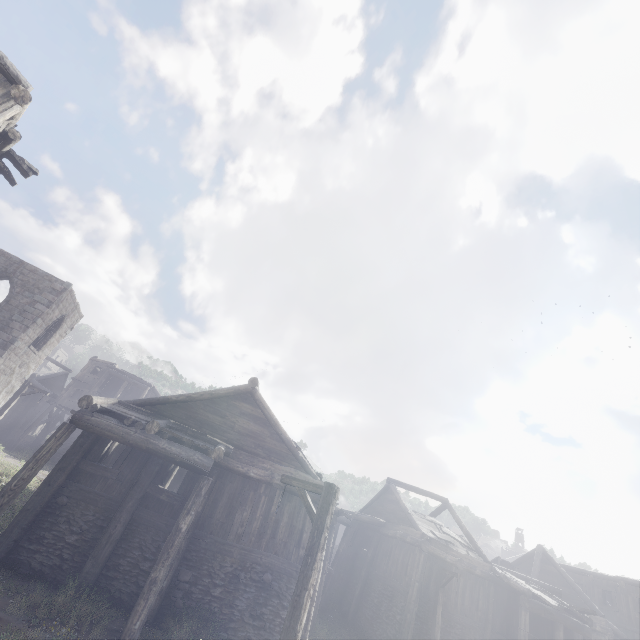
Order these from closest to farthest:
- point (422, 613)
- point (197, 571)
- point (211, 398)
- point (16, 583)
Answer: point (16, 583) → point (197, 571) → point (211, 398) → point (422, 613)

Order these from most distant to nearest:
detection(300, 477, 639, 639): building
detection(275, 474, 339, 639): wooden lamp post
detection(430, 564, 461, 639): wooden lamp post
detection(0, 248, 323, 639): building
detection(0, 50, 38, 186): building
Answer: detection(300, 477, 639, 639): building
detection(430, 564, 461, 639): wooden lamp post
detection(0, 248, 323, 639): building
detection(0, 50, 38, 186): building
detection(275, 474, 339, 639): wooden lamp post

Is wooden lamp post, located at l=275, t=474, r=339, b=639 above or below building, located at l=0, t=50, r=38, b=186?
below

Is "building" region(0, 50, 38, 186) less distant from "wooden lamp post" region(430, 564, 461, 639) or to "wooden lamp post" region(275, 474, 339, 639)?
"wooden lamp post" region(430, 564, 461, 639)

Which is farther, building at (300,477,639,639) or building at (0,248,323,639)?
building at (300,477,639,639)

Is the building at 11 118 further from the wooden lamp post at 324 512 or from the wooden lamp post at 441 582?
the wooden lamp post at 324 512

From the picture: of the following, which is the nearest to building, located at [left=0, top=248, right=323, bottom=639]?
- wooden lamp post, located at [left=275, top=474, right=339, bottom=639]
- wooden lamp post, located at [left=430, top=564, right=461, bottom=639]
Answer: wooden lamp post, located at [left=430, top=564, right=461, bottom=639]

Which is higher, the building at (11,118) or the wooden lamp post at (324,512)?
the building at (11,118)
